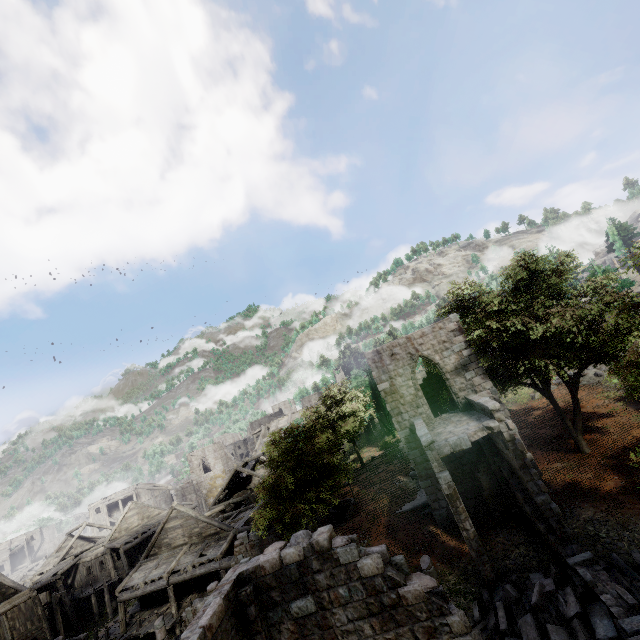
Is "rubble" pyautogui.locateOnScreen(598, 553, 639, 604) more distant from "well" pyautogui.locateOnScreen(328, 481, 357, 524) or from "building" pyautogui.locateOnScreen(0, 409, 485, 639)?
"well" pyautogui.locateOnScreen(328, 481, 357, 524)

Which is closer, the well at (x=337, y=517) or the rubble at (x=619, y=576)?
the rubble at (x=619, y=576)

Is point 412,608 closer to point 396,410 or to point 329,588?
point 329,588

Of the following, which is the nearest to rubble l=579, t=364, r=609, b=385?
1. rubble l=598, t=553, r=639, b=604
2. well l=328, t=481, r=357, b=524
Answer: rubble l=598, t=553, r=639, b=604

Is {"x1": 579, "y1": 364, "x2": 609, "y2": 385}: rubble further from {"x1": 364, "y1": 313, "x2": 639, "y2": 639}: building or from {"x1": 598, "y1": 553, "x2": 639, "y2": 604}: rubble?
{"x1": 598, "y1": 553, "x2": 639, "y2": 604}: rubble

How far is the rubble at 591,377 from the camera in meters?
25.9

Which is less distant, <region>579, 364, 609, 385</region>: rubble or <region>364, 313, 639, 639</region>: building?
<region>364, 313, 639, 639</region>: building

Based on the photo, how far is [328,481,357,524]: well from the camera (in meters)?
22.17
